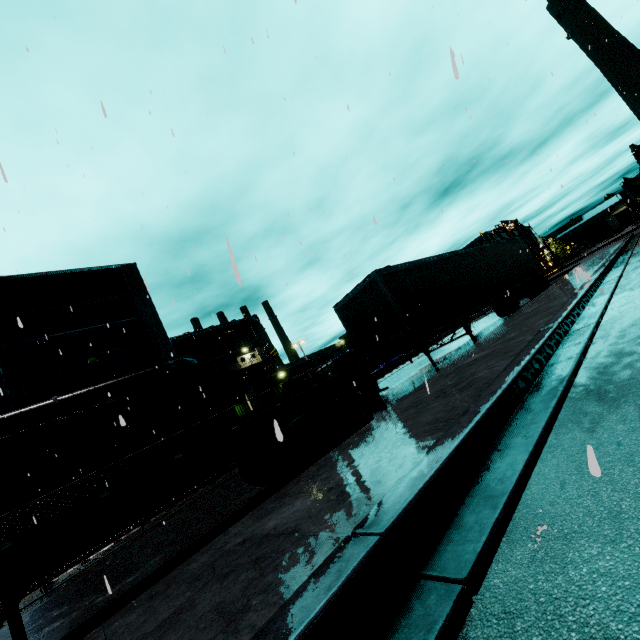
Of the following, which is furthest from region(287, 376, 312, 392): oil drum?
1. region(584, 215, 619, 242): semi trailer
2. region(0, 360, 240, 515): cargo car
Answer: region(584, 215, 619, 242): semi trailer

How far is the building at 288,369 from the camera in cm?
3438

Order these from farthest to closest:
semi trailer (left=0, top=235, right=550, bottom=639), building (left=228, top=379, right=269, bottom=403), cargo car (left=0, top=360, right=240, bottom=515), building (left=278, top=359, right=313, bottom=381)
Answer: building (left=278, top=359, right=313, bottom=381)
building (left=228, top=379, right=269, bottom=403)
cargo car (left=0, top=360, right=240, bottom=515)
semi trailer (left=0, top=235, right=550, bottom=639)

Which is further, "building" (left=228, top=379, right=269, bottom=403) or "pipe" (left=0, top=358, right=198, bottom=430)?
"building" (left=228, top=379, right=269, bottom=403)

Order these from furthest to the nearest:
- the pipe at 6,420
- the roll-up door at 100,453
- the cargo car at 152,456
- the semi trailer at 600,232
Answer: the semi trailer at 600,232, the roll-up door at 100,453, the pipe at 6,420, the cargo car at 152,456

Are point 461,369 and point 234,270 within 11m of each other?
yes

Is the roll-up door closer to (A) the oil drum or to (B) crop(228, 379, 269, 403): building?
(B) crop(228, 379, 269, 403): building

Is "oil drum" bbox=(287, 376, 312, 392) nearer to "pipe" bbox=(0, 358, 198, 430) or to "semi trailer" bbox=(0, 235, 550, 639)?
"pipe" bbox=(0, 358, 198, 430)
